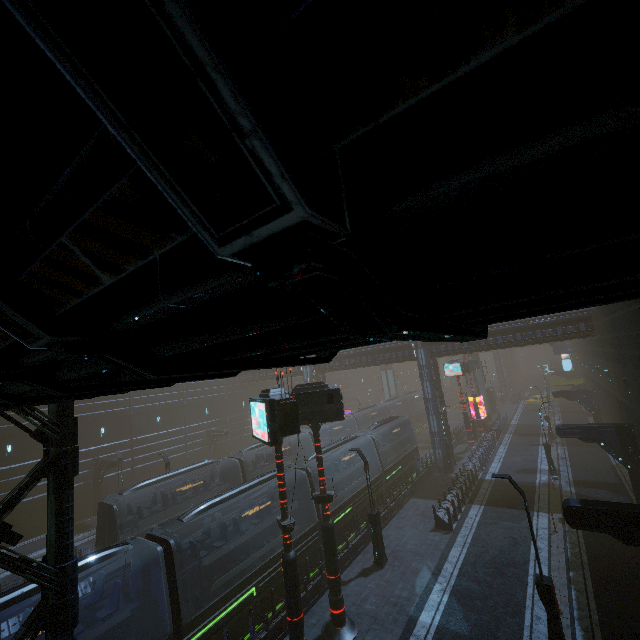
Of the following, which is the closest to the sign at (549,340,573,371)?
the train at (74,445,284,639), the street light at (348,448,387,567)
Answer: the street light at (348,448,387,567)

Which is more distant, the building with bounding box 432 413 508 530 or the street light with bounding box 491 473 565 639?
the building with bounding box 432 413 508 530

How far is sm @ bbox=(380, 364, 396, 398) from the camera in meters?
55.6

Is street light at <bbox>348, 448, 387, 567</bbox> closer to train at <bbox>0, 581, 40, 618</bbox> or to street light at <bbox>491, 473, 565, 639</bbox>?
train at <bbox>0, 581, 40, 618</bbox>

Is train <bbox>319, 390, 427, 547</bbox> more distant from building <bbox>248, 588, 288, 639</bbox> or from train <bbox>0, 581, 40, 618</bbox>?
train <bbox>0, 581, 40, 618</bbox>

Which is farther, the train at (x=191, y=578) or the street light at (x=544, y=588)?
the train at (x=191, y=578)

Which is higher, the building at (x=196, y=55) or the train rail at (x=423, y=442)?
the building at (x=196, y=55)

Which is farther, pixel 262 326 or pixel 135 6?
pixel 262 326
